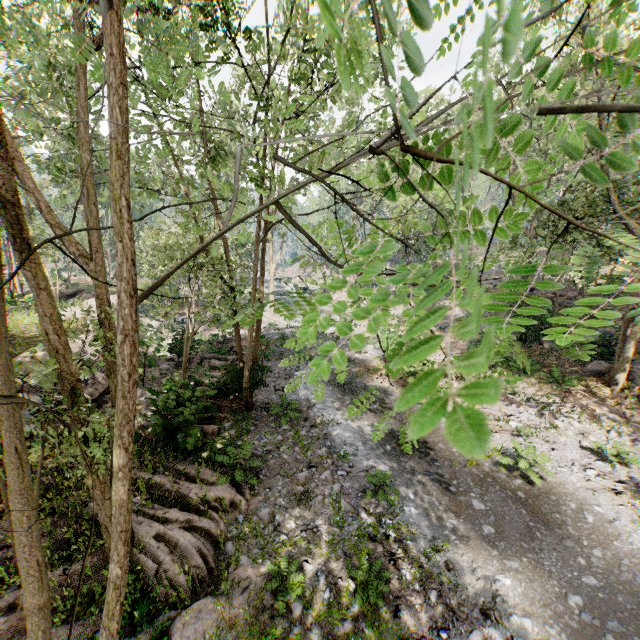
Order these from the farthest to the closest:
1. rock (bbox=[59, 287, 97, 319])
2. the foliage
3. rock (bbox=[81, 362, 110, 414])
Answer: rock (bbox=[59, 287, 97, 319]), rock (bbox=[81, 362, 110, 414]), the foliage

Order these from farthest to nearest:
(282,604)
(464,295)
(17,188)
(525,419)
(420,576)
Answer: (464,295) < (525,419) < (420,576) < (282,604) < (17,188)

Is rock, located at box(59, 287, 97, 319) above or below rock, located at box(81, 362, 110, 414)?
above

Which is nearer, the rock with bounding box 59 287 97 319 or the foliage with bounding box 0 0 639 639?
the foliage with bounding box 0 0 639 639

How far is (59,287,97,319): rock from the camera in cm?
1847

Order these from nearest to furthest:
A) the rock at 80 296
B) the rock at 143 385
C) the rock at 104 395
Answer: the rock at 143 385 → the rock at 104 395 → the rock at 80 296

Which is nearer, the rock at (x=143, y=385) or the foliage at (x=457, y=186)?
the foliage at (x=457, y=186)
